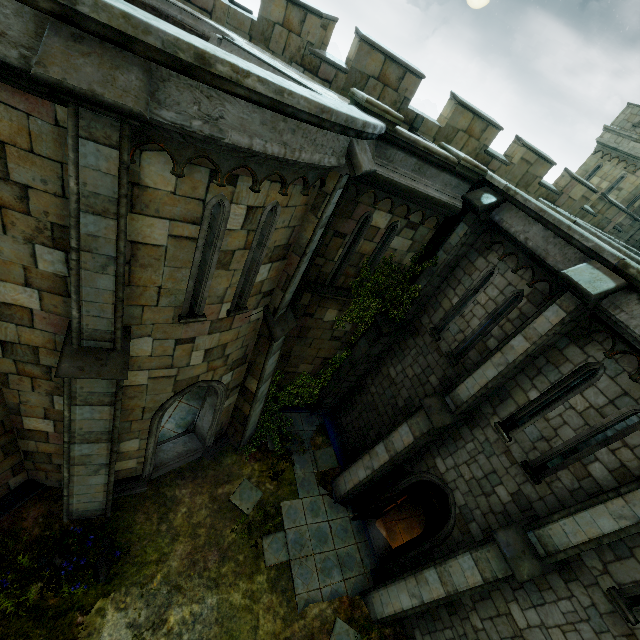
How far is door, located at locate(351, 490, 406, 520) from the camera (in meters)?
9.57

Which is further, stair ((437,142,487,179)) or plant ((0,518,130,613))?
stair ((437,142,487,179))

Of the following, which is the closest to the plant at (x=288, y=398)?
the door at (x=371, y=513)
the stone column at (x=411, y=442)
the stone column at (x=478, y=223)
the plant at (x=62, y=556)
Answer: the stone column at (x=478, y=223)

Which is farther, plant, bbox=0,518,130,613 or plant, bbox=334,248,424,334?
plant, bbox=334,248,424,334

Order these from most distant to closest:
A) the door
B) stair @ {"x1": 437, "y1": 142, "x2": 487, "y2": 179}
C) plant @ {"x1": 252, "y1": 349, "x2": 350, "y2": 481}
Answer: plant @ {"x1": 252, "y1": 349, "x2": 350, "y2": 481} → the door → stair @ {"x1": 437, "y1": 142, "x2": 487, "y2": 179}

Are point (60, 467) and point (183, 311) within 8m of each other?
yes

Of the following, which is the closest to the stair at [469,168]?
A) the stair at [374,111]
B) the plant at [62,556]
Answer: the stair at [374,111]

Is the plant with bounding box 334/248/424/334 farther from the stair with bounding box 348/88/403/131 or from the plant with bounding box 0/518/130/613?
the plant with bounding box 0/518/130/613
